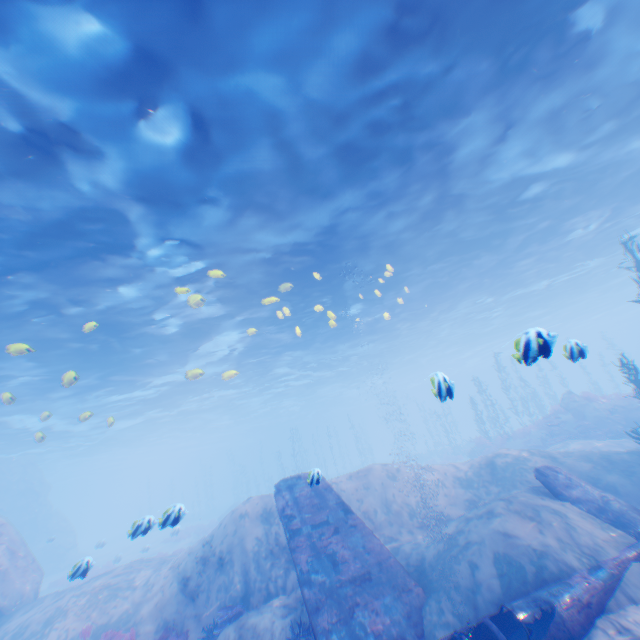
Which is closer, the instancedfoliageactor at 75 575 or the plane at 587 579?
the plane at 587 579

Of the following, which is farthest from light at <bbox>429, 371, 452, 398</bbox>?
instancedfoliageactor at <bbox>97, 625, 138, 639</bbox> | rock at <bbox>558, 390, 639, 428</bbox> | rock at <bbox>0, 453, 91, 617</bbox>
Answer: rock at <bbox>558, 390, 639, 428</bbox>

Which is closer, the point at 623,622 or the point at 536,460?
the point at 623,622

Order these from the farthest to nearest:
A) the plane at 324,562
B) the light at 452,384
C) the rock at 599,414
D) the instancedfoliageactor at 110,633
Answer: the rock at 599,414
the instancedfoliageactor at 110,633
the plane at 324,562
the light at 452,384

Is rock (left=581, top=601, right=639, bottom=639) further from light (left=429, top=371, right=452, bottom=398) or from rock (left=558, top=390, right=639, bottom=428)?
rock (left=558, top=390, right=639, bottom=428)

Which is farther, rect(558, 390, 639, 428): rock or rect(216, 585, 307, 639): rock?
rect(558, 390, 639, 428): rock

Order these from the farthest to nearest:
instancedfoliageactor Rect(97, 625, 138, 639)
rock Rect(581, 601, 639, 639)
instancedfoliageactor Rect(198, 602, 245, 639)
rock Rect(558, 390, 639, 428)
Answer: rock Rect(558, 390, 639, 428)
instancedfoliageactor Rect(97, 625, 138, 639)
instancedfoliageactor Rect(198, 602, 245, 639)
rock Rect(581, 601, 639, 639)

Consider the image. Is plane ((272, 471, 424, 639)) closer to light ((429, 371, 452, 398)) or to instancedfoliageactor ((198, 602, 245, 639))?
light ((429, 371, 452, 398))
